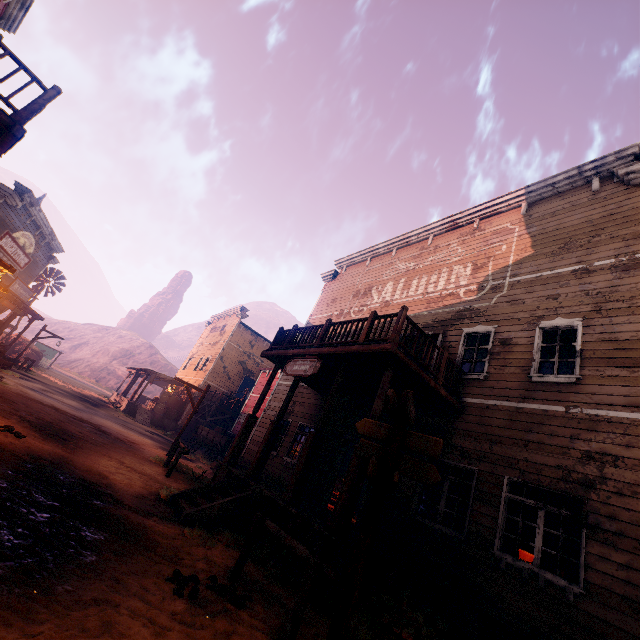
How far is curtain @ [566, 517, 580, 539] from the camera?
5.80m

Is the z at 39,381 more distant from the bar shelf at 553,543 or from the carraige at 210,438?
the bar shelf at 553,543

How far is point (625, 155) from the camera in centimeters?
907cm

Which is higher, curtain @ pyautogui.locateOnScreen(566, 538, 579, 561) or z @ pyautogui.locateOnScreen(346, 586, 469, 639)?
curtain @ pyautogui.locateOnScreen(566, 538, 579, 561)

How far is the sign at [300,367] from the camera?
8.6 meters

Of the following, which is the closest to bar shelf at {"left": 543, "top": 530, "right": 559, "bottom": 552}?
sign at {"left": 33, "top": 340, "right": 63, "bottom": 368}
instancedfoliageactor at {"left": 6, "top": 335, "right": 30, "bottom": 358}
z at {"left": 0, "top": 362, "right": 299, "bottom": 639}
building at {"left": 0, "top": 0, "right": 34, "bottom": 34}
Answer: building at {"left": 0, "top": 0, "right": 34, "bottom": 34}

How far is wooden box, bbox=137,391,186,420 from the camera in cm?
2581

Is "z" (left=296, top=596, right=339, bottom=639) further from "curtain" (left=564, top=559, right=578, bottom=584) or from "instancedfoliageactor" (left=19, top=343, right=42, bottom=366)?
"curtain" (left=564, top=559, right=578, bottom=584)
